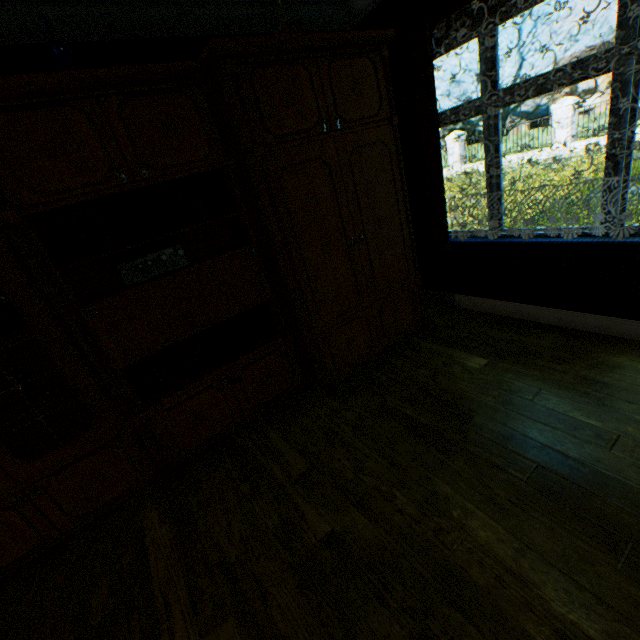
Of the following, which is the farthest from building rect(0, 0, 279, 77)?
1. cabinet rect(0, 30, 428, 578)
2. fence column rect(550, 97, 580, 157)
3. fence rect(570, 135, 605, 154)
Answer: fence column rect(550, 97, 580, 157)

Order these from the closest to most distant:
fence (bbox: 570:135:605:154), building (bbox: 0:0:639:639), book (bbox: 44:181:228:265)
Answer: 1. building (bbox: 0:0:639:639)
2. book (bbox: 44:181:228:265)
3. fence (bbox: 570:135:605:154)

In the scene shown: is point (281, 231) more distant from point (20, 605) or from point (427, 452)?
point (20, 605)

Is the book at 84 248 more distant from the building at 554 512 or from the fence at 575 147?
the fence at 575 147

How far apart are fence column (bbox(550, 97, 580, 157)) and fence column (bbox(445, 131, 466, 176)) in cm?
473

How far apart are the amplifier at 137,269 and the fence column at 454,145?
21.2m

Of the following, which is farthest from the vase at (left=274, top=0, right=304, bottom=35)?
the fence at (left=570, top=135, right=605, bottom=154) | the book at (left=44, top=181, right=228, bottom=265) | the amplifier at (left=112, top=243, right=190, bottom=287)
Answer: the fence at (left=570, top=135, right=605, bottom=154)

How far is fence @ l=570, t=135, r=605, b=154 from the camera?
14.03m
